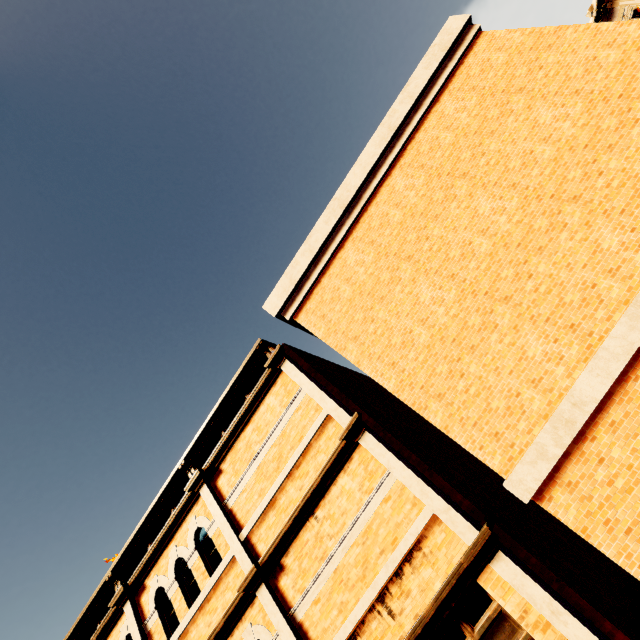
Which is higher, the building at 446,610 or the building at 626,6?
the building at 626,6

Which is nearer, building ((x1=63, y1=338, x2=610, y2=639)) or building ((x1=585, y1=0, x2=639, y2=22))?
building ((x1=63, y1=338, x2=610, y2=639))

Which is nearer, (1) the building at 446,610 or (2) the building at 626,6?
(1) the building at 446,610

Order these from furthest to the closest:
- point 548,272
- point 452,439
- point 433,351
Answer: point 452,439 < point 433,351 < point 548,272

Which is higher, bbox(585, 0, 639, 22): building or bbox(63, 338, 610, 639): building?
bbox(585, 0, 639, 22): building
